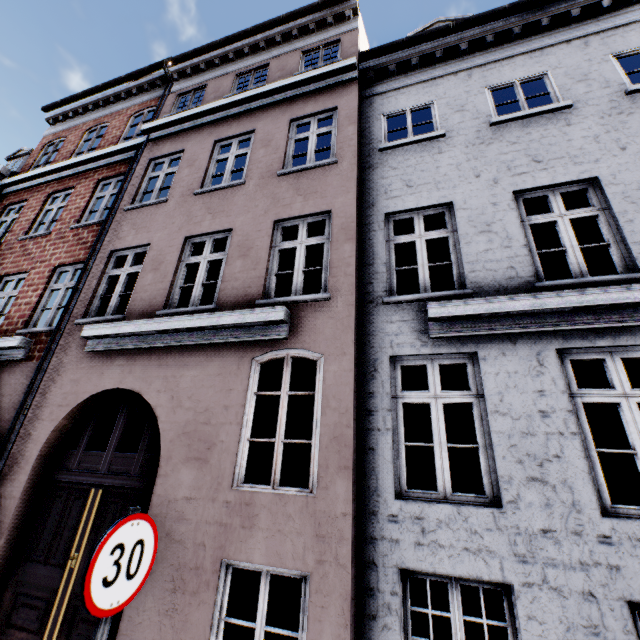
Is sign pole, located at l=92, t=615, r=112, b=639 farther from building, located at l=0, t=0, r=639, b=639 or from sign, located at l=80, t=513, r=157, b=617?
building, located at l=0, t=0, r=639, b=639

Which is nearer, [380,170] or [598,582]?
[598,582]

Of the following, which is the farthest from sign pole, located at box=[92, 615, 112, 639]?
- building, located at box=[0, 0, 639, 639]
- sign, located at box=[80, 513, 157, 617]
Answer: building, located at box=[0, 0, 639, 639]

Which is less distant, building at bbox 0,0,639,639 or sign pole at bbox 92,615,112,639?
sign pole at bbox 92,615,112,639

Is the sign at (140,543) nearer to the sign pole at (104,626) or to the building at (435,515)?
the sign pole at (104,626)

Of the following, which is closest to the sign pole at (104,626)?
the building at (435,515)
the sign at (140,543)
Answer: Answer: the sign at (140,543)

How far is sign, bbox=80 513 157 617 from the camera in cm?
189
